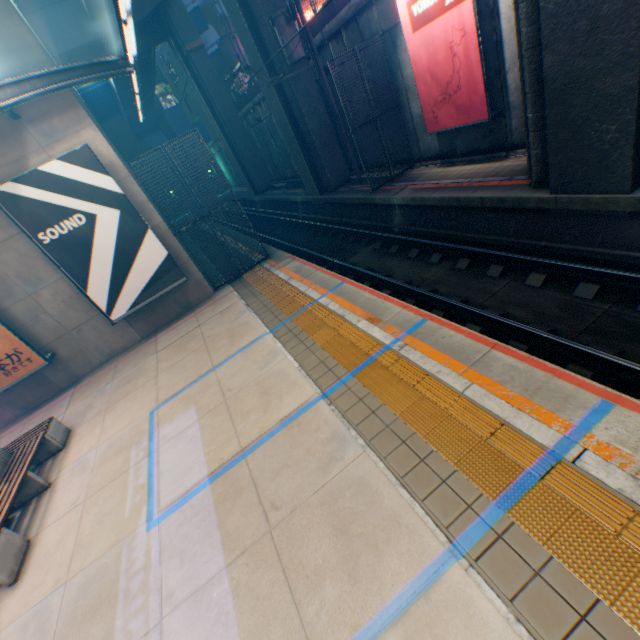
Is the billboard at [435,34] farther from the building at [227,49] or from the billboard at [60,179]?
the building at [227,49]

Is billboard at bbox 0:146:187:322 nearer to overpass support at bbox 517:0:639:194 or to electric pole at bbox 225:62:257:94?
electric pole at bbox 225:62:257:94

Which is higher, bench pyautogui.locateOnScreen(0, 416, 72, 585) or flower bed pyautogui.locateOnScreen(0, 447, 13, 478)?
flower bed pyautogui.locateOnScreen(0, 447, 13, 478)

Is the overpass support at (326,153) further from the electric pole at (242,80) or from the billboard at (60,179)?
the billboard at (60,179)

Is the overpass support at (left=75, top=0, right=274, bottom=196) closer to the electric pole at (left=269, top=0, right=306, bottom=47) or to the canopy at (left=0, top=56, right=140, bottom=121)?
the electric pole at (left=269, top=0, right=306, bottom=47)

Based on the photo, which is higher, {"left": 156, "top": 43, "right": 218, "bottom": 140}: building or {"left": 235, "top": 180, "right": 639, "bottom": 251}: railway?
{"left": 156, "top": 43, "right": 218, "bottom": 140}: building

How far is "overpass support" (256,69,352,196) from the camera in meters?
15.2 m

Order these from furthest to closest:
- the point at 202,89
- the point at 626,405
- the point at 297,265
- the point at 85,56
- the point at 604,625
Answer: the point at 202,89 → the point at 85,56 → the point at 297,265 → the point at 626,405 → the point at 604,625
